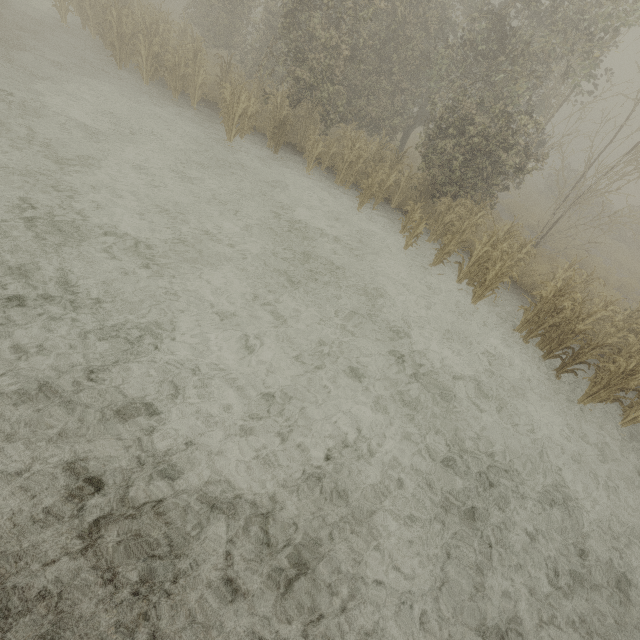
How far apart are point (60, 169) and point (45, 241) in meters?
2.6
